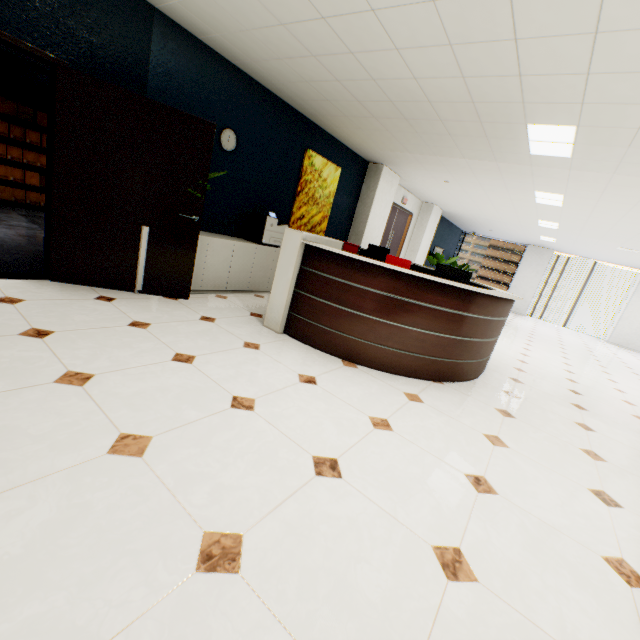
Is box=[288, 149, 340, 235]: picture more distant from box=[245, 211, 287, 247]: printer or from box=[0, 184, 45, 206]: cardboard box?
box=[0, 184, 45, 206]: cardboard box

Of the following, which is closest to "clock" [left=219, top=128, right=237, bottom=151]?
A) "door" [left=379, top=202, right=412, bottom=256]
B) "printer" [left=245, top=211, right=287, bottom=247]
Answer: "printer" [left=245, top=211, right=287, bottom=247]

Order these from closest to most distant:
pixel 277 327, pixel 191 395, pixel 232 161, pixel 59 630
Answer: pixel 59 630 < pixel 191 395 < pixel 277 327 < pixel 232 161

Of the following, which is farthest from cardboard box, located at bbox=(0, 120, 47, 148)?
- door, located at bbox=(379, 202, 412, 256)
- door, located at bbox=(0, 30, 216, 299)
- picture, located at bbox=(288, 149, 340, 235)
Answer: door, located at bbox=(379, 202, 412, 256)

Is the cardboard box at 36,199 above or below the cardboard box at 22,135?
below

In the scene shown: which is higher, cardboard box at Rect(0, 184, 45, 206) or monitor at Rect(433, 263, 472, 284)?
monitor at Rect(433, 263, 472, 284)

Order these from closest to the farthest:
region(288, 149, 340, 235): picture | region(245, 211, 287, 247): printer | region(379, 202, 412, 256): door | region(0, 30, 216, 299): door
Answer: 1. region(0, 30, 216, 299): door
2. region(245, 211, 287, 247): printer
3. region(288, 149, 340, 235): picture
4. region(379, 202, 412, 256): door

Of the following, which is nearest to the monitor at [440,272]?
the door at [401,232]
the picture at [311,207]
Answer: the picture at [311,207]
